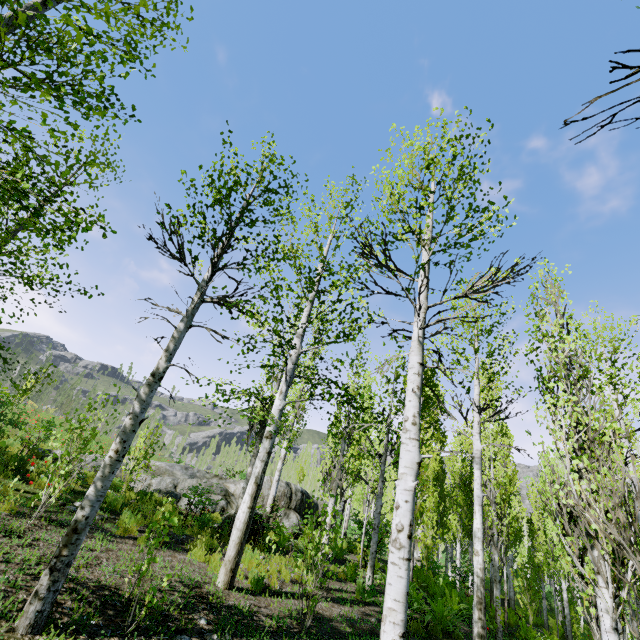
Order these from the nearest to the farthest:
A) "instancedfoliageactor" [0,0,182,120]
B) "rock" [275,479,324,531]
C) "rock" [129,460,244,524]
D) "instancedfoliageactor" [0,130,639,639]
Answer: "instancedfoliageactor" [0,0,182,120]
"instancedfoliageactor" [0,130,639,639]
"rock" [129,460,244,524]
"rock" [275,479,324,531]

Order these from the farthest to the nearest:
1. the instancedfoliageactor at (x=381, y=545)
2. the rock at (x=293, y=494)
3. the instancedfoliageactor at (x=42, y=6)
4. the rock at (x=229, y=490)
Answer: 1. the rock at (x=293, y=494)
2. the rock at (x=229, y=490)
3. the instancedfoliageactor at (x=381, y=545)
4. the instancedfoliageactor at (x=42, y=6)

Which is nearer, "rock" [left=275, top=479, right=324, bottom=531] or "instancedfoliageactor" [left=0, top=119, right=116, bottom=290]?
"instancedfoliageactor" [left=0, top=119, right=116, bottom=290]

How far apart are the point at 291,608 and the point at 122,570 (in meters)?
3.02

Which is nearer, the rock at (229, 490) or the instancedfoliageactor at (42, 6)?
the instancedfoliageactor at (42, 6)

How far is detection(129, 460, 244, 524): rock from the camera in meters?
12.3 m

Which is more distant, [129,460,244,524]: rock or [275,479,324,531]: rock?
[275,479,324,531]: rock
